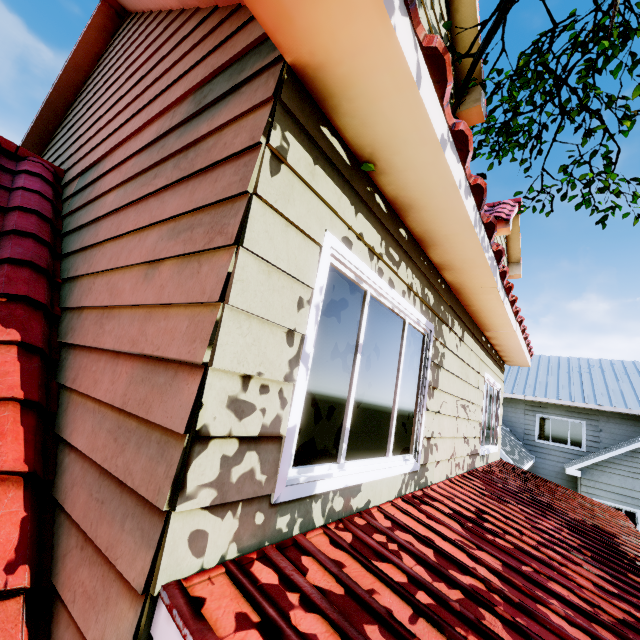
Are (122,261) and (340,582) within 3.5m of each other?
yes
